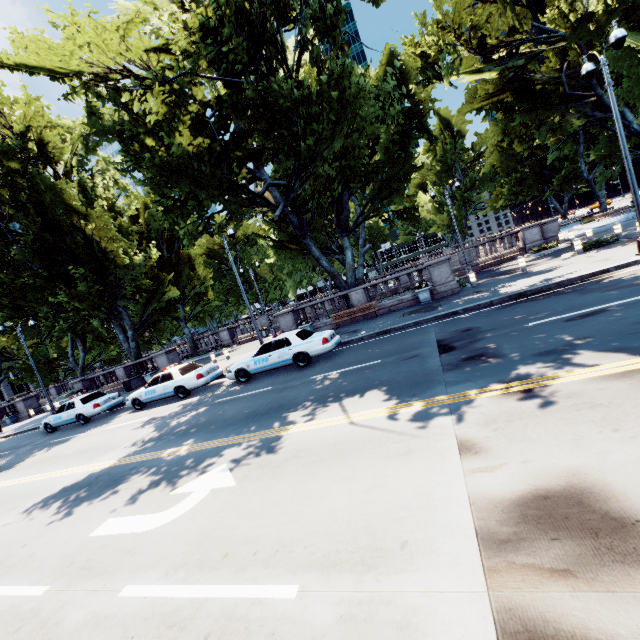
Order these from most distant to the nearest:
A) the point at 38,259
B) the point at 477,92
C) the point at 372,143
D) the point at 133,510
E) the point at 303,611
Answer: the point at 477,92
the point at 38,259
the point at 372,143
the point at 133,510
the point at 303,611

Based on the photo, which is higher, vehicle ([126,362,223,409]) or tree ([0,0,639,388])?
tree ([0,0,639,388])

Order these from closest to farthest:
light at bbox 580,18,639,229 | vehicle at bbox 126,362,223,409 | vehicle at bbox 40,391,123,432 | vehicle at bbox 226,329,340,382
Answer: light at bbox 580,18,639,229 < vehicle at bbox 226,329,340,382 < vehicle at bbox 126,362,223,409 < vehicle at bbox 40,391,123,432

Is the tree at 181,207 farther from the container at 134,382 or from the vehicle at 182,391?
the vehicle at 182,391

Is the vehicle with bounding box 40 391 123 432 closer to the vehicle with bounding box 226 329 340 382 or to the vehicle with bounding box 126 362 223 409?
the vehicle with bounding box 126 362 223 409

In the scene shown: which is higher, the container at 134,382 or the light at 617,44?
the light at 617,44

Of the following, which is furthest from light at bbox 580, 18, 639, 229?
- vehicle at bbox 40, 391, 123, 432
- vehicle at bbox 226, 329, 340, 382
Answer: vehicle at bbox 40, 391, 123, 432

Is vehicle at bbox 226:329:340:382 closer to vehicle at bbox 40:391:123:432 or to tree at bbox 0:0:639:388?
tree at bbox 0:0:639:388
